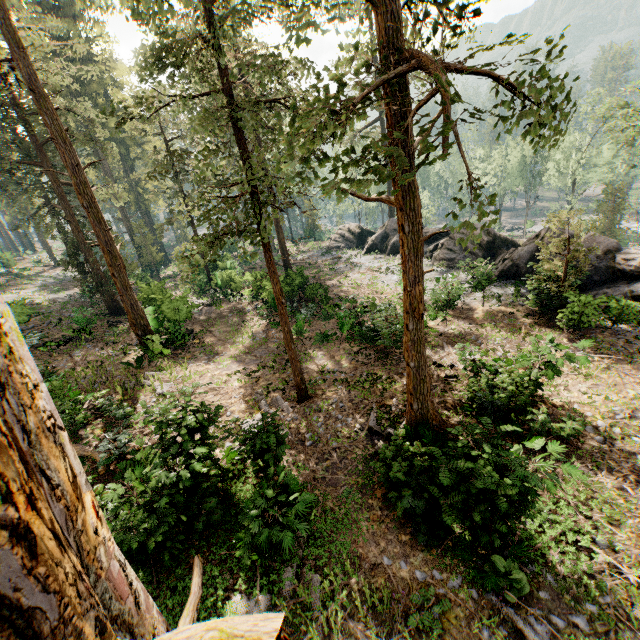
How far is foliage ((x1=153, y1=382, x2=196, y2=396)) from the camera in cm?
1089

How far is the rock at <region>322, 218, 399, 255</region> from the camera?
35.47m

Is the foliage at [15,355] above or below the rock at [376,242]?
above

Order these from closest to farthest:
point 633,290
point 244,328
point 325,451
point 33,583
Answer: point 33,583, point 325,451, point 633,290, point 244,328

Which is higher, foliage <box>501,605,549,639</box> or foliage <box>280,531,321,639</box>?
foliage <box>280,531,321,639</box>

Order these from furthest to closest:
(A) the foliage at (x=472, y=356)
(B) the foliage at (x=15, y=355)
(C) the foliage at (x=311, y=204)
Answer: (A) the foliage at (x=472, y=356)
(C) the foliage at (x=311, y=204)
(B) the foliage at (x=15, y=355)

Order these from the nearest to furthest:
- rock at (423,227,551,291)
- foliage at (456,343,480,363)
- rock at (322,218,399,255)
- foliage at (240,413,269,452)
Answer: foliage at (240,413,269,452) < foliage at (456,343,480,363) < rock at (423,227,551,291) < rock at (322,218,399,255)
